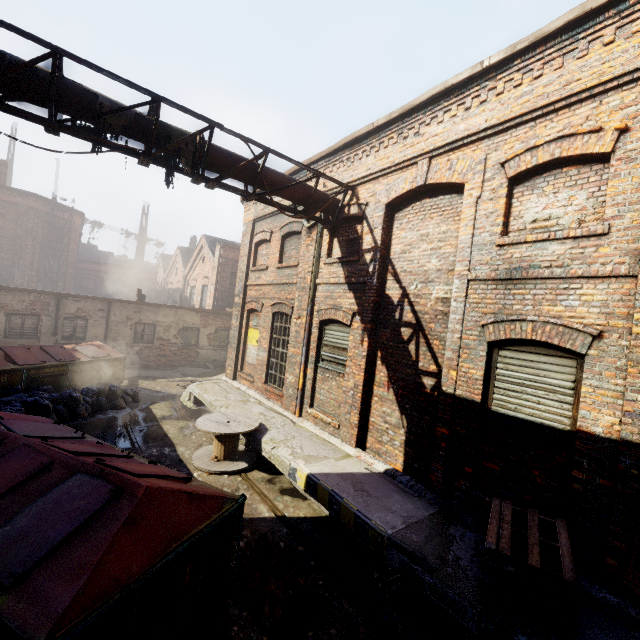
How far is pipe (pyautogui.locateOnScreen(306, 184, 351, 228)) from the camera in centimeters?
823cm

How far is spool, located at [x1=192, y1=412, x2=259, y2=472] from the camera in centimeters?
746cm

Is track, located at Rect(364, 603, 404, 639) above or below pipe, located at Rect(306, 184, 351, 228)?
below

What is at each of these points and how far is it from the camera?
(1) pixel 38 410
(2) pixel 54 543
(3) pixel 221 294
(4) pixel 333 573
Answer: (1) trash bag, 8.23m
(2) trash container, 2.80m
(3) building, 22.27m
(4) track, 4.84m

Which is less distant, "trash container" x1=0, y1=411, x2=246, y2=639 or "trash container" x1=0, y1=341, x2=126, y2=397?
"trash container" x1=0, y1=411, x2=246, y2=639

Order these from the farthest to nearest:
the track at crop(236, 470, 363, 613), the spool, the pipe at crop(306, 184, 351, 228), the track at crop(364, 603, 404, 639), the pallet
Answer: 1. the pipe at crop(306, 184, 351, 228)
2. the spool
3. the track at crop(236, 470, 363, 613)
4. the track at crop(364, 603, 404, 639)
5. the pallet

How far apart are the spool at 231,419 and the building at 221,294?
14.4 meters

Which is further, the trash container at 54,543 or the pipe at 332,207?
the pipe at 332,207
